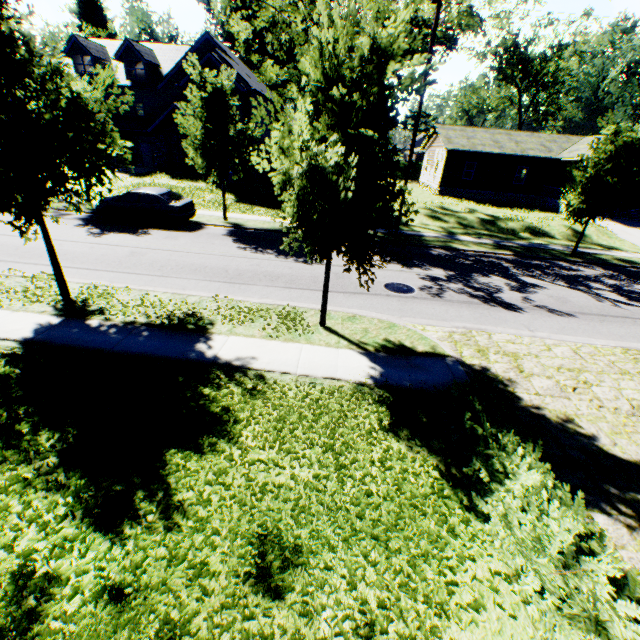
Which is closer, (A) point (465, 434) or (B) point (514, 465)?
(B) point (514, 465)

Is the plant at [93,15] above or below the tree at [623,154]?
above

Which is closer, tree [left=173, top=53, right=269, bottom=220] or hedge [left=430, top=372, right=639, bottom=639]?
hedge [left=430, top=372, right=639, bottom=639]

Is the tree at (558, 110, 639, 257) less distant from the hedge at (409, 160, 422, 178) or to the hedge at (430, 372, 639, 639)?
the hedge at (430, 372, 639, 639)

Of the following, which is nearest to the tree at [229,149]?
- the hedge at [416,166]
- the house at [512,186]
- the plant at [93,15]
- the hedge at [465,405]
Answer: the plant at [93,15]

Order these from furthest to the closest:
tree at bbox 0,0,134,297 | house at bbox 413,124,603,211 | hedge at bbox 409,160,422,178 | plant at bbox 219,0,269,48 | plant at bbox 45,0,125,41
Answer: plant at bbox 219,0,269,48, hedge at bbox 409,160,422,178, plant at bbox 45,0,125,41, house at bbox 413,124,603,211, tree at bbox 0,0,134,297

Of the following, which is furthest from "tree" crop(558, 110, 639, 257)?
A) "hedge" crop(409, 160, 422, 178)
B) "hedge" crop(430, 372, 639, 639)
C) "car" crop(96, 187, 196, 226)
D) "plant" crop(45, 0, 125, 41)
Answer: "hedge" crop(409, 160, 422, 178)
